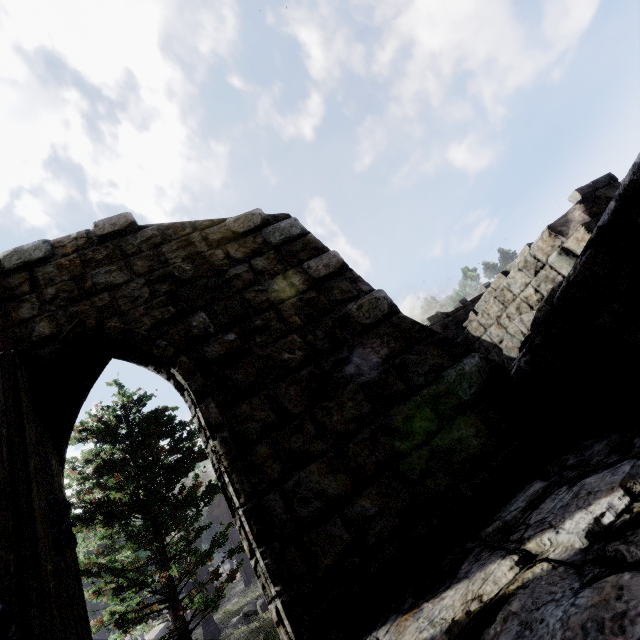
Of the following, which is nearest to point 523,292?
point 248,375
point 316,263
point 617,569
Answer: point 316,263

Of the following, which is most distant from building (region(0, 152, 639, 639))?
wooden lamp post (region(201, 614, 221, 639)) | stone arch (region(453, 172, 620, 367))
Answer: wooden lamp post (region(201, 614, 221, 639))

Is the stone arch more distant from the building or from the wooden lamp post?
the wooden lamp post

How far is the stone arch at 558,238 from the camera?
6.65m

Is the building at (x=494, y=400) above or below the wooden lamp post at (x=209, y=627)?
above
